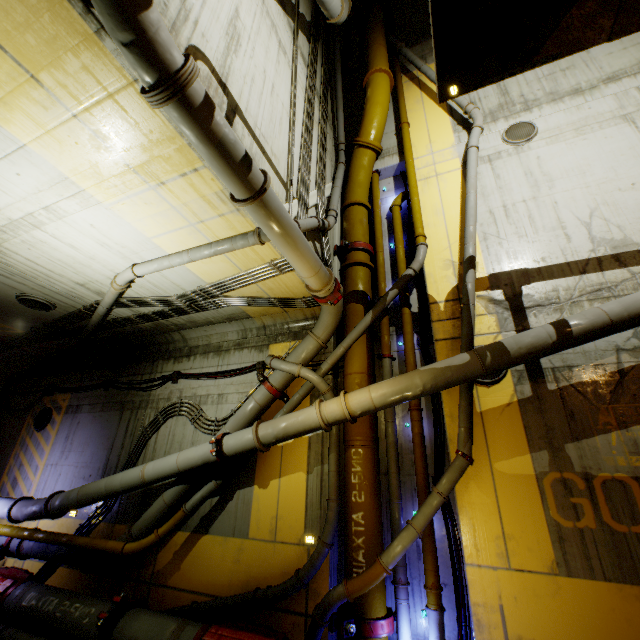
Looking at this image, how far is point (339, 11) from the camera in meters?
8.5 m

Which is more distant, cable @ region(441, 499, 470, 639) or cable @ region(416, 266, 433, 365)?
cable @ region(416, 266, 433, 365)

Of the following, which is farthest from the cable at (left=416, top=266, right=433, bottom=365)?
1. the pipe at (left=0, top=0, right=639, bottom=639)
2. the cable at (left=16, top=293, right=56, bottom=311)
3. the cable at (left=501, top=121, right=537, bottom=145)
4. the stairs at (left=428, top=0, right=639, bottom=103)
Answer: the cable at (left=16, top=293, right=56, bottom=311)

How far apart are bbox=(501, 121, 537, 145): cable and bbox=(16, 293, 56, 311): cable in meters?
12.8 m

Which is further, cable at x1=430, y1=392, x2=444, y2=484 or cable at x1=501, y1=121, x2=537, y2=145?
cable at x1=501, y1=121, x2=537, y2=145

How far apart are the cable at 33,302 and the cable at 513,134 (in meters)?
12.81

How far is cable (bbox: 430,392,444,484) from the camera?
6.4m

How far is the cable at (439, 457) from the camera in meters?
6.4 m
